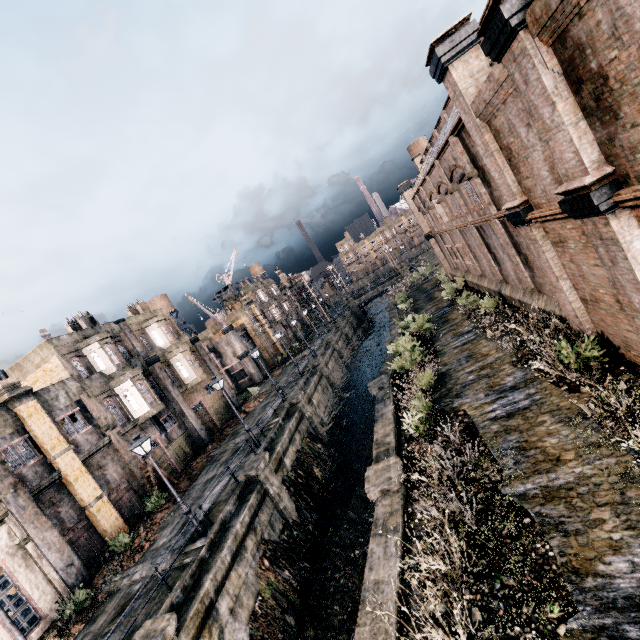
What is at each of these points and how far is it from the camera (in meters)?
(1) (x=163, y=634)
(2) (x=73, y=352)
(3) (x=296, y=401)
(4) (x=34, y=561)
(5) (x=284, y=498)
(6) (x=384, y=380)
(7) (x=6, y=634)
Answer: (1) column, 10.17
(2) building, 24.00
(3) column, 26.41
(4) building, 15.88
(5) column, 18.77
(6) column, 20.55
(7) building, 14.06

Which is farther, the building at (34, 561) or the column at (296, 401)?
the column at (296, 401)

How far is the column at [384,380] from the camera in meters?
→ 20.0 m

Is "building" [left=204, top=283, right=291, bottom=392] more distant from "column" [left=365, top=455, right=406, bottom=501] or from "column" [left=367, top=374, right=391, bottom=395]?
Result: "column" [left=365, top=455, right=406, bottom=501]

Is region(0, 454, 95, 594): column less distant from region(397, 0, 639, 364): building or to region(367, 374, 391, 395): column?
region(367, 374, 391, 395): column

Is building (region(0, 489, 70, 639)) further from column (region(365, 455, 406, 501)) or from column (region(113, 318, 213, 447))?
column (region(365, 455, 406, 501))

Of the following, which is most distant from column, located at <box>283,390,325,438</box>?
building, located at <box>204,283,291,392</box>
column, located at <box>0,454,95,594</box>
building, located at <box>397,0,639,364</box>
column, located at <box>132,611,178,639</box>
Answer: building, located at <box>204,283,291,392</box>

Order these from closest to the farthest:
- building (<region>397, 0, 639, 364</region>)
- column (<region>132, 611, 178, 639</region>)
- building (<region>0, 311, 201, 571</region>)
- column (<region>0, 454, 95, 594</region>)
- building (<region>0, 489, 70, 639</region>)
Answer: building (<region>397, 0, 639, 364</region>), column (<region>132, 611, 178, 639</region>), building (<region>0, 489, 70, 639</region>), column (<region>0, 454, 95, 594</region>), building (<region>0, 311, 201, 571</region>)
